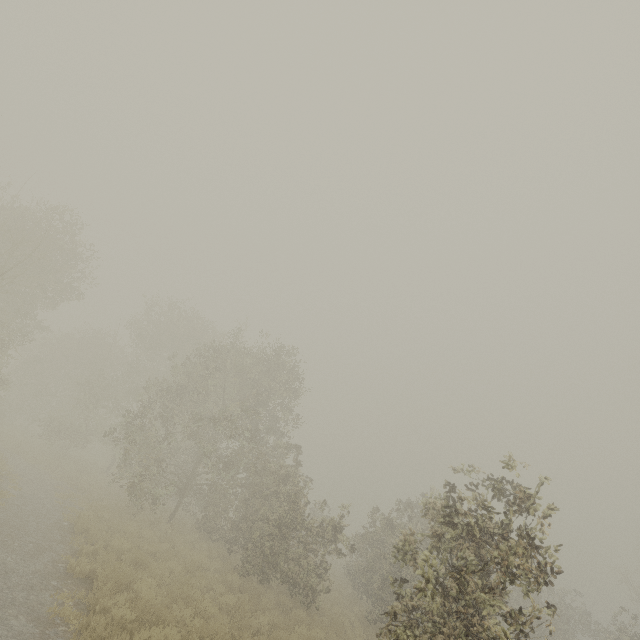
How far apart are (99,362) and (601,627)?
43.21m
